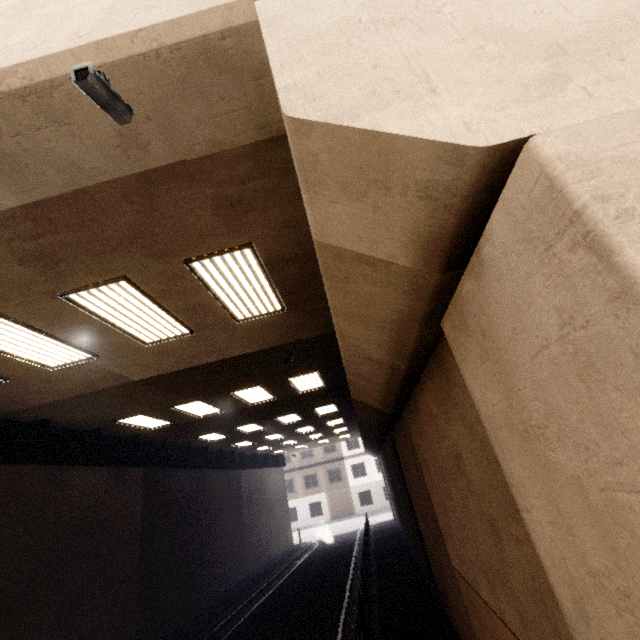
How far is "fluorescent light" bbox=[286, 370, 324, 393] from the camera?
9.97m

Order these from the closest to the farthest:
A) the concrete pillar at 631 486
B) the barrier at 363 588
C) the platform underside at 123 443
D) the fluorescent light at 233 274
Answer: the concrete pillar at 631 486 → the fluorescent light at 233 274 → the barrier at 363 588 → the platform underside at 123 443

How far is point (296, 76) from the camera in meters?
1.8

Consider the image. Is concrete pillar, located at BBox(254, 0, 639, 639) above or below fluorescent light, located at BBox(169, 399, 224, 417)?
below

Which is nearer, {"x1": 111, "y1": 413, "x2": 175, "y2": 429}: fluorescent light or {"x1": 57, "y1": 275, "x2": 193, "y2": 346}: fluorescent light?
{"x1": 57, "y1": 275, "x2": 193, "y2": 346}: fluorescent light

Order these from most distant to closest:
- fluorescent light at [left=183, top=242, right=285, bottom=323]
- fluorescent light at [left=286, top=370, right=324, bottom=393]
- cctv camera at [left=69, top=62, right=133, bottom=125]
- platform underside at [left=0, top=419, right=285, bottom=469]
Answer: fluorescent light at [left=286, top=370, right=324, bottom=393] → platform underside at [left=0, top=419, right=285, bottom=469] → fluorescent light at [left=183, top=242, right=285, bottom=323] → cctv camera at [left=69, top=62, right=133, bottom=125]

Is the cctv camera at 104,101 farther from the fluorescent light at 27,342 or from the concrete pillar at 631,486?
the fluorescent light at 27,342

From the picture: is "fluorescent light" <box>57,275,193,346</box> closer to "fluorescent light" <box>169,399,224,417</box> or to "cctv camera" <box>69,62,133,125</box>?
"cctv camera" <box>69,62,133,125</box>
